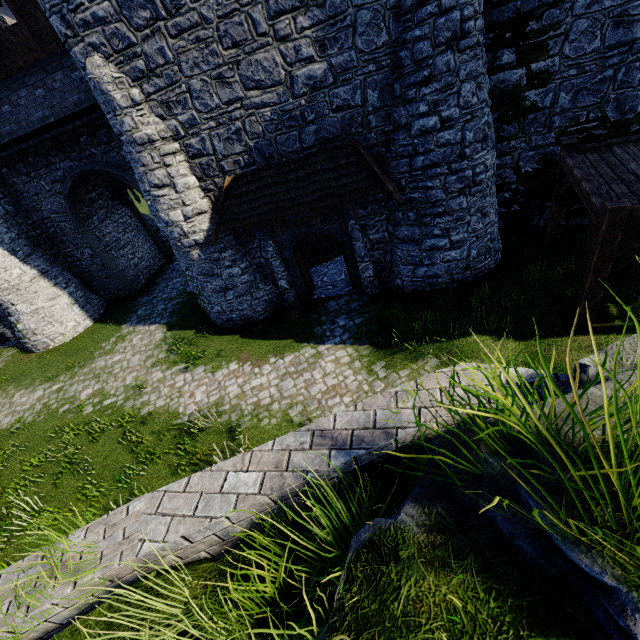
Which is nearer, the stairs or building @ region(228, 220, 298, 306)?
the stairs

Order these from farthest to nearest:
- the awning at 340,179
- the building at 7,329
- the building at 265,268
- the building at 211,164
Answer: the building at 7,329 → the building at 265,268 → the awning at 340,179 → the building at 211,164

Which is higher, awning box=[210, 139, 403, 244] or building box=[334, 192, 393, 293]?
awning box=[210, 139, 403, 244]

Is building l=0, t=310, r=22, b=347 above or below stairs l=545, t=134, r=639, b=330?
below

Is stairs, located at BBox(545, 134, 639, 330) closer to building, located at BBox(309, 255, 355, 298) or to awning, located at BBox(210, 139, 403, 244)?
awning, located at BBox(210, 139, 403, 244)

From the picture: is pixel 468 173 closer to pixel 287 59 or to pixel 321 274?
pixel 287 59

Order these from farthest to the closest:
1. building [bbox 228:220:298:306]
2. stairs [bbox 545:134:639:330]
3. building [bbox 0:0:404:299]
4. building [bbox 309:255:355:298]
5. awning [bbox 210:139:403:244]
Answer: building [bbox 309:255:355:298]
building [bbox 228:220:298:306]
awning [bbox 210:139:403:244]
building [bbox 0:0:404:299]
stairs [bbox 545:134:639:330]

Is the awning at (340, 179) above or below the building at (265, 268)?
above
